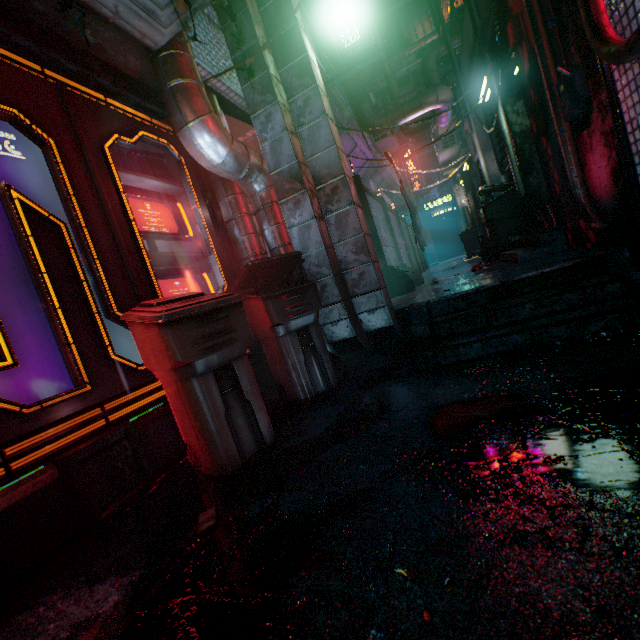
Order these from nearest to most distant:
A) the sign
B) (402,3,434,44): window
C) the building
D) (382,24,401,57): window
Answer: the building, the sign, (402,3,434,44): window, (382,24,401,57): window

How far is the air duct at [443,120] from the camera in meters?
6.2 m

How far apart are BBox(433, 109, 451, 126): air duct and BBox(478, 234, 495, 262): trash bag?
2.47m

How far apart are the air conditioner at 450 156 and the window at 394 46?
10.4 meters

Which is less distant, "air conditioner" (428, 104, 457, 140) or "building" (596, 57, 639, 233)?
"building" (596, 57, 639, 233)

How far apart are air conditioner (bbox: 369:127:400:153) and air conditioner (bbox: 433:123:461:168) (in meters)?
1.02

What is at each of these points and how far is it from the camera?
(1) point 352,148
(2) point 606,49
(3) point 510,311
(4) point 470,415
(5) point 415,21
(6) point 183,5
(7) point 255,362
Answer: (1) building support, 7.27m
(2) pipe, 1.62m
(3) stairs, 2.35m
(4) newspaper, 1.43m
(5) window, 16.05m
(6) ivy plant, 1.55m
(7) storefront, 3.04m

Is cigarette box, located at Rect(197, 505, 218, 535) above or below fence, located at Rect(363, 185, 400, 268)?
below
